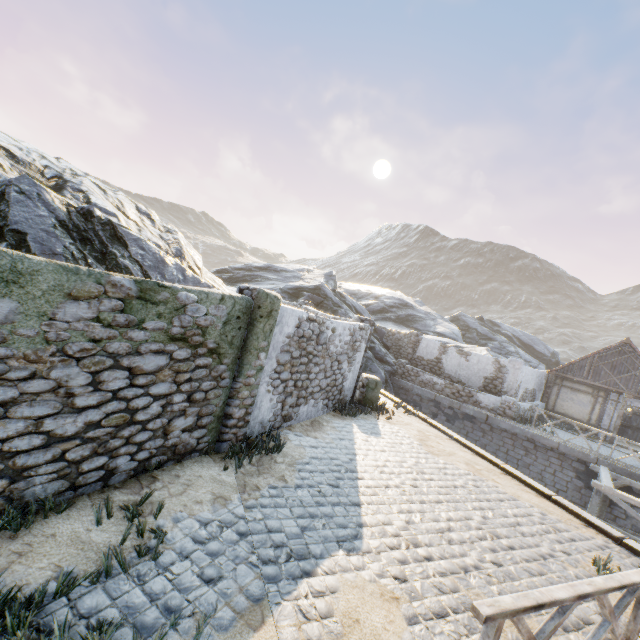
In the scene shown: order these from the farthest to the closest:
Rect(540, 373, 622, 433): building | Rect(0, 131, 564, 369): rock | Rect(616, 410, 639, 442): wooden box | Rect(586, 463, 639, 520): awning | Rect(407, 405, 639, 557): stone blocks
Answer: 1. Rect(616, 410, 639, 442): wooden box
2. Rect(540, 373, 622, 433): building
3. Rect(586, 463, 639, 520): awning
4. Rect(407, 405, 639, 557): stone blocks
5. Rect(0, 131, 564, 369): rock

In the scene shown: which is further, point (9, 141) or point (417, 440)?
point (9, 141)

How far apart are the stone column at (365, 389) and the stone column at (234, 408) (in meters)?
5.12

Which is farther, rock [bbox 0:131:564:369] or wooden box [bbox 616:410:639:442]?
wooden box [bbox 616:410:639:442]

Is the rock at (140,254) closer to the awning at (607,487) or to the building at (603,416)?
the awning at (607,487)

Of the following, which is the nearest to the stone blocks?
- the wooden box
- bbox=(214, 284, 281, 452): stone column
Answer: bbox=(214, 284, 281, 452): stone column

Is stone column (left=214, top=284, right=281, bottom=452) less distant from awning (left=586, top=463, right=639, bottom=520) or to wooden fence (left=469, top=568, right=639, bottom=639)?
wooden fence (left=469, top=568, right=639, bottom=639)

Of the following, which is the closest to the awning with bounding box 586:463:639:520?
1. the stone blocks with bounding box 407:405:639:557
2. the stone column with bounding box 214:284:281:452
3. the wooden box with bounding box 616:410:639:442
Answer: the stone blocks with bounding box 407:405:639:557
